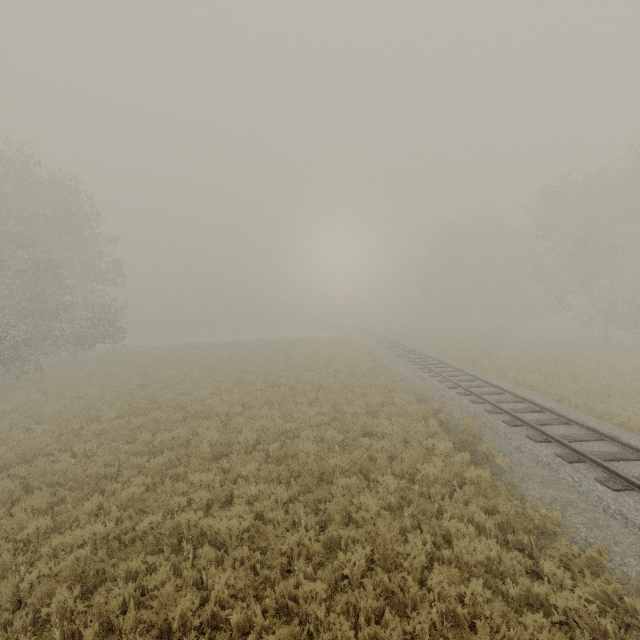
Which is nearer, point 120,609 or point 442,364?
point 120,609
